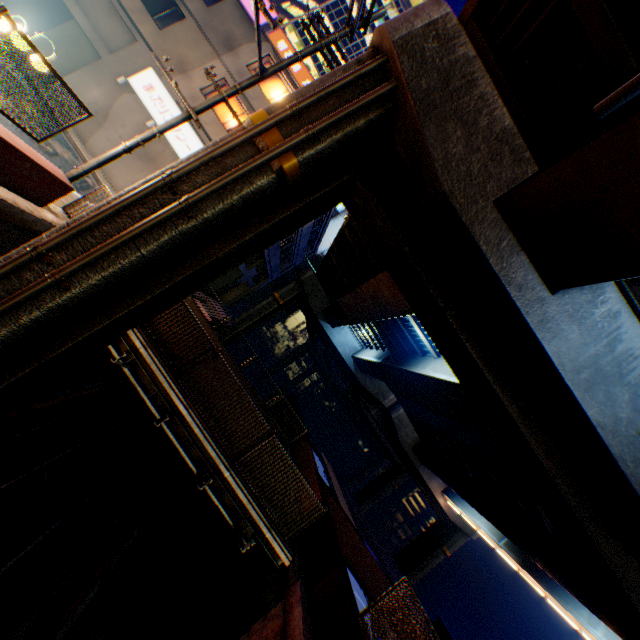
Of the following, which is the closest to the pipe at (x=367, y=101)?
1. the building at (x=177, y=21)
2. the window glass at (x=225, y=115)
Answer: the building at (x=177, y=21)

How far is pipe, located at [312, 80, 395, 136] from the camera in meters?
6.2 m

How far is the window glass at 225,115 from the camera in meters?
18.4 m

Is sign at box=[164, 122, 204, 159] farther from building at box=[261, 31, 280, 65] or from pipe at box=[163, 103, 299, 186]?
pipe at box=[163, 103, 299, 186]

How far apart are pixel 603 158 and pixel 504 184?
2.0m

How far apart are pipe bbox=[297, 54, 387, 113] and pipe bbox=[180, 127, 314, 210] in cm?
29

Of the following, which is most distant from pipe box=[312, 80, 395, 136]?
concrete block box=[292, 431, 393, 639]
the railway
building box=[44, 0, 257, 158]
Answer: building box=[44, 0, 257, 158]

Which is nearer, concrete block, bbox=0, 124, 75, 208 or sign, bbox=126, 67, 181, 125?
concrete block, bbox=0, 124, 75, 208
